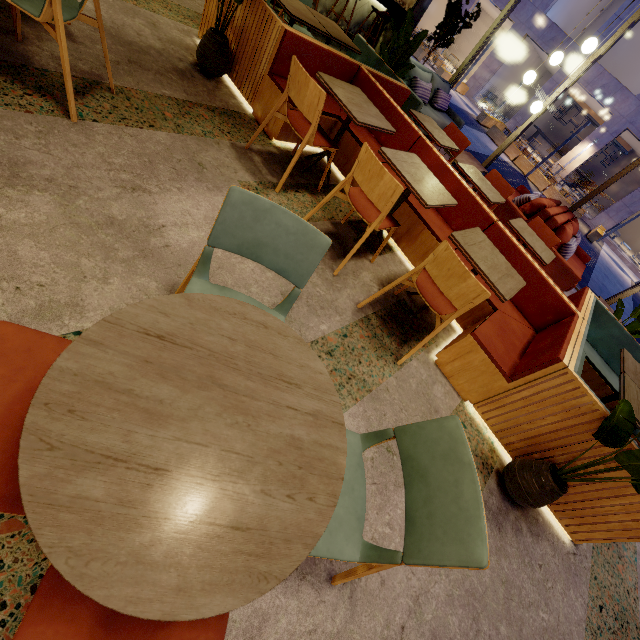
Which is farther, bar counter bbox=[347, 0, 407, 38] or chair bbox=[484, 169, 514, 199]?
bar counter bbox=[347, 0, 407, 38]

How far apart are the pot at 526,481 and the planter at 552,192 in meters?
17.4 m

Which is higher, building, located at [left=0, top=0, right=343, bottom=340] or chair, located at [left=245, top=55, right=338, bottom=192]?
chair, located at [left=245, top=55, right=338, bottom=192]

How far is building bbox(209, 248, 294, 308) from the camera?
2.0 meters

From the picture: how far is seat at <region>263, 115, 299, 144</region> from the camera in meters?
3.2 m

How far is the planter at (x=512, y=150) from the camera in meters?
15.7

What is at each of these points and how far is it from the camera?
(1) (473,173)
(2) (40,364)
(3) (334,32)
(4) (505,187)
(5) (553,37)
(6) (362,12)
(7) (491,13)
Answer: (1) table, 3.96m
(2) chair, 0.92m
(3) table, 4.03m
(4) chair, 4.44m
(5) building, 18.09m
(6) bar counter, 7.54m
(7) building, 23.80m
